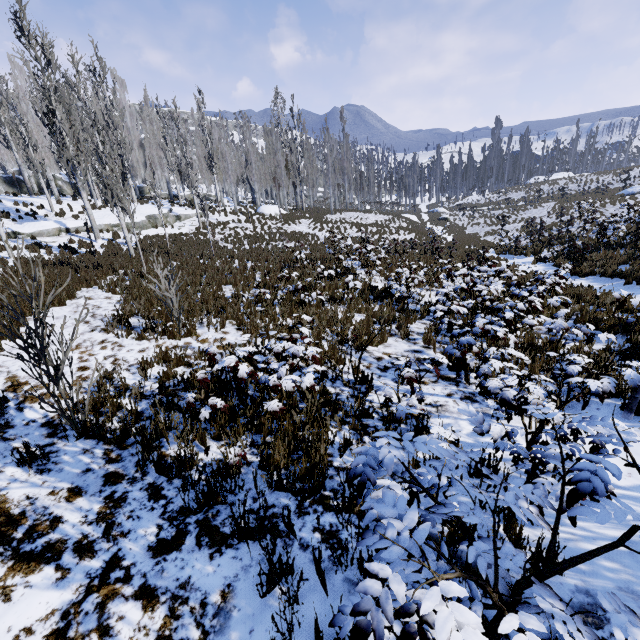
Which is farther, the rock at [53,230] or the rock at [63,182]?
the rock at [63,182]

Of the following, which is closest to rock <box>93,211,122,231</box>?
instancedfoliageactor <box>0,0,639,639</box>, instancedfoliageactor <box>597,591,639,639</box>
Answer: instancedfoliageactor <box>0,0,639,639</box>

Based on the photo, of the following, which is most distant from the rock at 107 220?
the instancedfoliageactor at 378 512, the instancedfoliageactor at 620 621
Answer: the instancedfoliageactor at 620 621

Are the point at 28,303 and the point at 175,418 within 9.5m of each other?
yes

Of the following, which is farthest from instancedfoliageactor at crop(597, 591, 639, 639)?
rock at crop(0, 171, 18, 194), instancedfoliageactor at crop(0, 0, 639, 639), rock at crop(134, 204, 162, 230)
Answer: Answer: rock at crop(0, 171, 18, 194)

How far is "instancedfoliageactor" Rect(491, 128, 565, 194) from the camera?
51.4m
